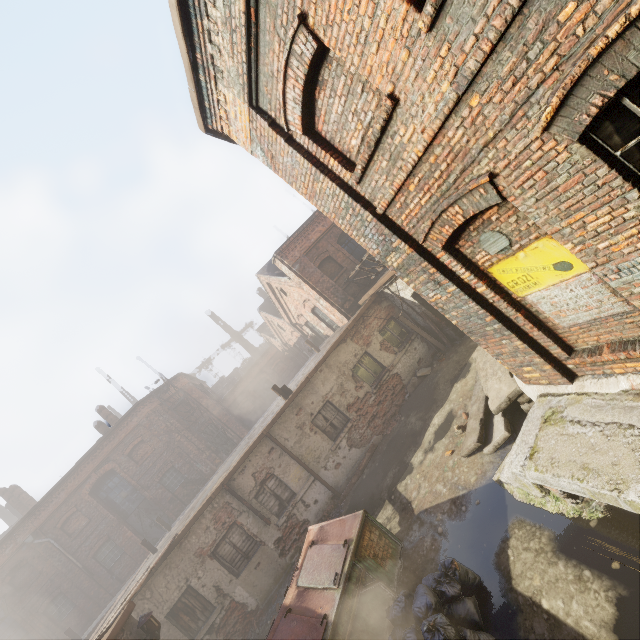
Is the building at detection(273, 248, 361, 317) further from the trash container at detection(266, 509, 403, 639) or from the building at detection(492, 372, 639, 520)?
the trash container at detection(266, 509, 403, 639)

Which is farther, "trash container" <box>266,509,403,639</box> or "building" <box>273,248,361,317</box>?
"building" <box>273,248,361,317</box>

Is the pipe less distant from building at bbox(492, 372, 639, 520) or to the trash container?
the trash container

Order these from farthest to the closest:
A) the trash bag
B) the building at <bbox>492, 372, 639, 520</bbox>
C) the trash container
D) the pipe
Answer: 1. the pipe
2. the trash container
3. the trash bag
4. the building at <bbox>492, 372, 639, 520</bbox>

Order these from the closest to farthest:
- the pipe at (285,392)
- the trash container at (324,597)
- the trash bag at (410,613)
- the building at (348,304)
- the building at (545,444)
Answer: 1. the building at (545,444)
2. the trash bag at (410,613)
3. the trash container at (324,597)
4. the pipe at (285,392)
5. the building at (348,304)

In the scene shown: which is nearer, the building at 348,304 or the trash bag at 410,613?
the trash bag at 410,613

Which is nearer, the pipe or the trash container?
the trash container

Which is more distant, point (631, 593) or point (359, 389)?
point (359, 389)
